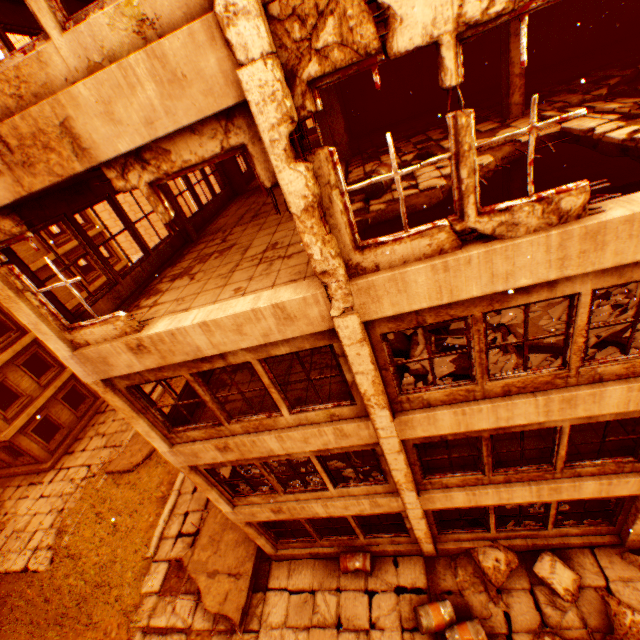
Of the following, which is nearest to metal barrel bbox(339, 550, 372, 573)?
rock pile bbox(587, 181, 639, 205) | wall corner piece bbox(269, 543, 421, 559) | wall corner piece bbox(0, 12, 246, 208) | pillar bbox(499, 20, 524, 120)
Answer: wall corner piece bbox(269, 543, 421, 559)

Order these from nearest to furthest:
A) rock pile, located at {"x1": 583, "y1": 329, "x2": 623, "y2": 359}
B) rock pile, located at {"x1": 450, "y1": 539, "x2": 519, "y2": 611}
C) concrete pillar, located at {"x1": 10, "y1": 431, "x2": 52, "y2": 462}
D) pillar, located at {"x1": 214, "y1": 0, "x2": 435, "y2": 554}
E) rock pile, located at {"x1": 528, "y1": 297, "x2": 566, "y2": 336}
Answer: pillar, located at {"x1": 214, "y1": 0, "x2": 435, "y2": 554}
rock pile, located at {"x1": 583, "y1": 329, "x2": 623, "y2": 359}
rock pile, located at {"x1": 528, "y1": 297, "x2": 566, "y2": 336}
rock pile, located at {"x1": 450, "y1": 539, "x2": 519, "y2": 611}
concrete pillar, located at {"x1": 10, "y1": 431, "x2": 52, "y2": 462}

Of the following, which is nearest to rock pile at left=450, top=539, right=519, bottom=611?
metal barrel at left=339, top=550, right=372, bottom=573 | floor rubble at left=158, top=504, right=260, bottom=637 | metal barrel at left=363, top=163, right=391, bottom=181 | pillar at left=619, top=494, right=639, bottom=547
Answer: pillar at left=619, top=494, right=639, bottom=547

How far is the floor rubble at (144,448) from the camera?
16.1 meters

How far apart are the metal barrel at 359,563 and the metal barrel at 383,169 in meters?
9.9 m

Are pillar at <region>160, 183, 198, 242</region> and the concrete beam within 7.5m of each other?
yes

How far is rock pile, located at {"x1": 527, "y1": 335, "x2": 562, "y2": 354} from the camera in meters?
5.9 m

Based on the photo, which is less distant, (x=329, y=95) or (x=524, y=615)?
(x=524, y=615)
